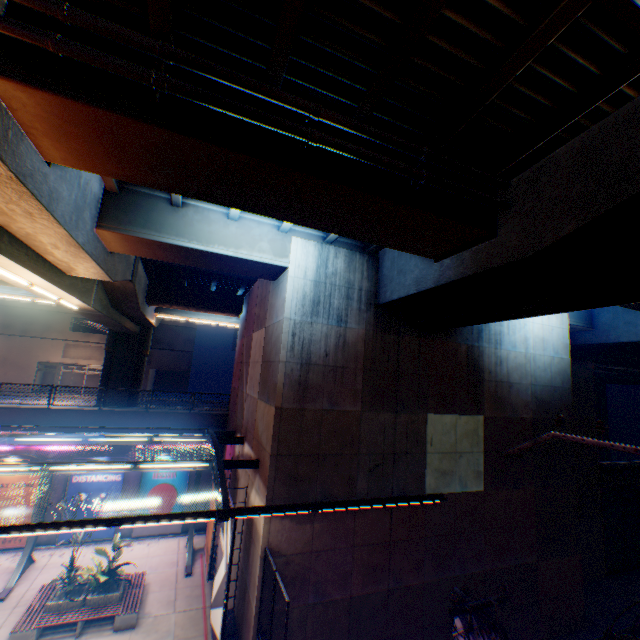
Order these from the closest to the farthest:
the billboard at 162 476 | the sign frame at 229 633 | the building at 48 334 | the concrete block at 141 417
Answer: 1. the sign frame at 229 633
2. the concrete block at 141 417
3. the billboard at 162 476
4. the building at 48 334

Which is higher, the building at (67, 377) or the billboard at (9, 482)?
the building at (67, 377)

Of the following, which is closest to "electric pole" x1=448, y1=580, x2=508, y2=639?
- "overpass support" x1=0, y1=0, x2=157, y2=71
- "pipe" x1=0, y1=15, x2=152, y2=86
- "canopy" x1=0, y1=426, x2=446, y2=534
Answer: "overpass support" x1=0, y1=0, x2=157, y2=71

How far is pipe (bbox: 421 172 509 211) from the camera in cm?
673

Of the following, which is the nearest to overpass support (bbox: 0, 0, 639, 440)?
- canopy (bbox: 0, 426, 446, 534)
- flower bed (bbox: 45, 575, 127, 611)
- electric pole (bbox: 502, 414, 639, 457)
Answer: electric pole (bbox: 502, 414, 639, 457)

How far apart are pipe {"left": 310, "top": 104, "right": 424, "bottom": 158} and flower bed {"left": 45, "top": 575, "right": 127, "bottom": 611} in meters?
17.9 m

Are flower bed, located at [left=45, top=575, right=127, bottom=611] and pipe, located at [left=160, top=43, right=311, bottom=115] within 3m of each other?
no

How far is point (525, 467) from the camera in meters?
14.4 m
